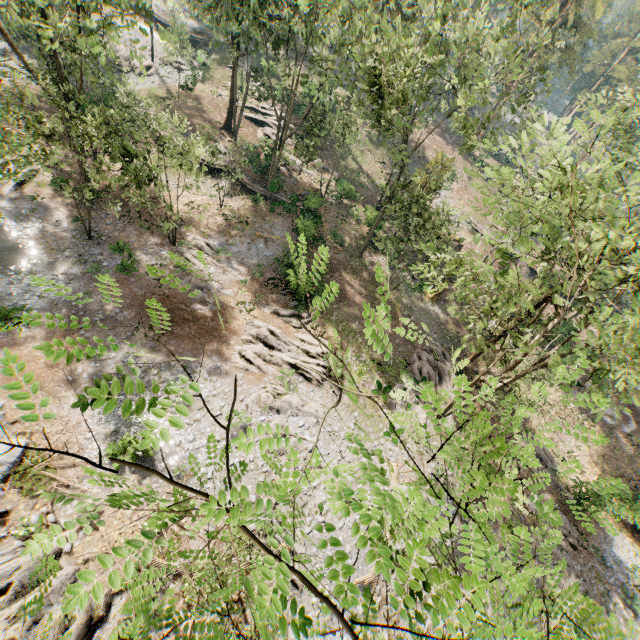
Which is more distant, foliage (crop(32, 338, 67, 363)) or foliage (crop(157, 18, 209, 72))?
foliage (crop(157, 18, 209, 72))

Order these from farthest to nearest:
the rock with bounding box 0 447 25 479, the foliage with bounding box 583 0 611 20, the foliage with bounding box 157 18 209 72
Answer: the foliage with bounding box 583 0 611 20 → the foliage with bounding box 157 18 209 72 → the rock with bounding box 0 447 25 479

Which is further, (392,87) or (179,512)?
(392,87)

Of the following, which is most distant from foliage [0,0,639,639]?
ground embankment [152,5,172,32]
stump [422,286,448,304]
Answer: stump [422,286,448,304]

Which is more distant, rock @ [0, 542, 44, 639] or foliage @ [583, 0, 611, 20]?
foliage @ [583, 0, 611, 20]

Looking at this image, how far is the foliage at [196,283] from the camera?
2.73m

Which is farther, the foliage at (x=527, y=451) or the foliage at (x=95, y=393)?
the foliage at (x=527, y=451)
